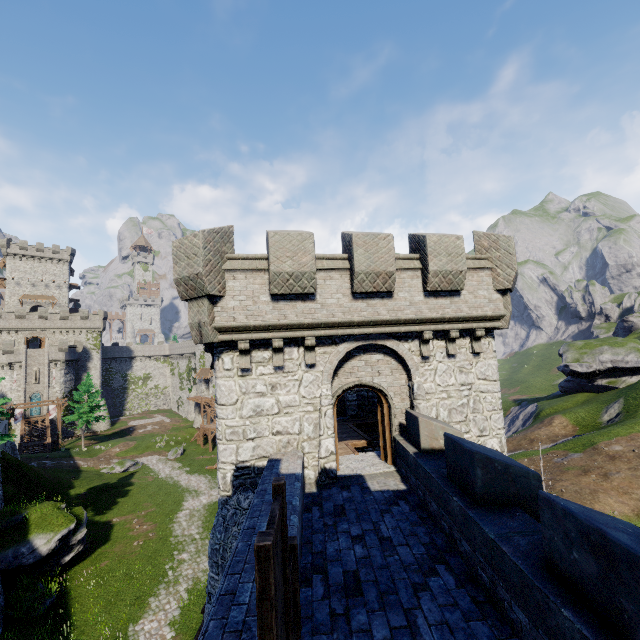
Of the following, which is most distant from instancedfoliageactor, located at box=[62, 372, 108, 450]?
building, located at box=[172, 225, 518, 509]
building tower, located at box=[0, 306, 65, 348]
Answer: building, located at box=[172, 225, 518, 509]

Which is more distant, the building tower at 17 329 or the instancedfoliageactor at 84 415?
the building tower at 17 329

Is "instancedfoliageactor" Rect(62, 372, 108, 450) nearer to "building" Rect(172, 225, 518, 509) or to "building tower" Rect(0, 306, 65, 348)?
"building tower" Rect(0, 306, 65, 348)

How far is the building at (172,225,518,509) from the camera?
9.4 meters

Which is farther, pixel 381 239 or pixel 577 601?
pixel 381 239

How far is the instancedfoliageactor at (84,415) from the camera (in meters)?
47.76

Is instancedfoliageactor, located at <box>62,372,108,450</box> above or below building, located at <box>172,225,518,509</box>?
below
